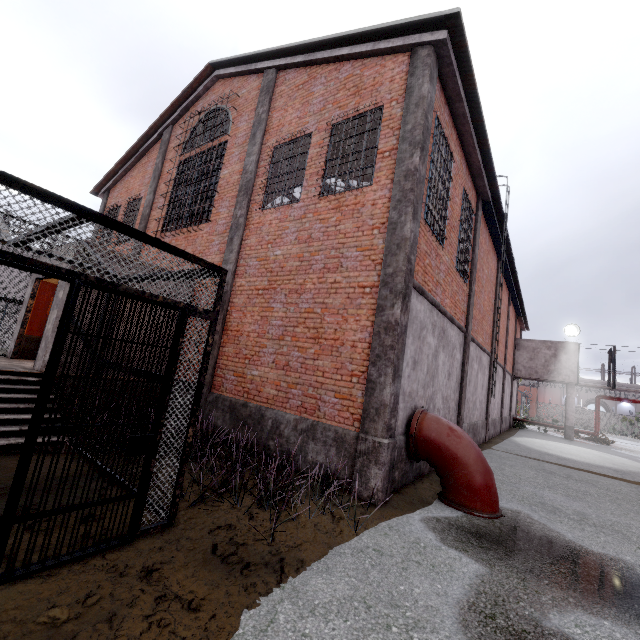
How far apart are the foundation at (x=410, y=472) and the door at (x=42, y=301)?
9.53m

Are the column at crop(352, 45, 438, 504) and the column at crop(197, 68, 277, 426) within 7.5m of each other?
yes

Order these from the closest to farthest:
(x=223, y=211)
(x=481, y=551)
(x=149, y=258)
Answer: (x=149, y=258), (x=481, y=551), (x=223, y=211)

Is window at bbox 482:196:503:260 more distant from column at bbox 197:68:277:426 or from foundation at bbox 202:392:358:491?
foundation at bbox 202:392:358:491

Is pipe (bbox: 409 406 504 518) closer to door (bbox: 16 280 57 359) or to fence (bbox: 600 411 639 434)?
door (bbox: 16 280 57 359)

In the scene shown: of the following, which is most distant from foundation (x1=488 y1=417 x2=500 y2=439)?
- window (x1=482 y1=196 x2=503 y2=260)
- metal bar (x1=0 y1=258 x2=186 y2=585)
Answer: metal bar (x1=0 y1=258 x2=186 y2=585)

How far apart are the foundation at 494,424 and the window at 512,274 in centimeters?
773cm

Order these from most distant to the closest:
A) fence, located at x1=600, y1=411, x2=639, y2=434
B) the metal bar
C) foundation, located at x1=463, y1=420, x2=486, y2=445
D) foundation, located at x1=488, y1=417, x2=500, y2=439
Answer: fence, located at x1=600, y1=411, x2=639, y2=434
foundation, located at x1=488, y1=417, x2=500, y2=439
foundation, located at x1=463, y1=420, x2=486, y2=445
the metal bar
